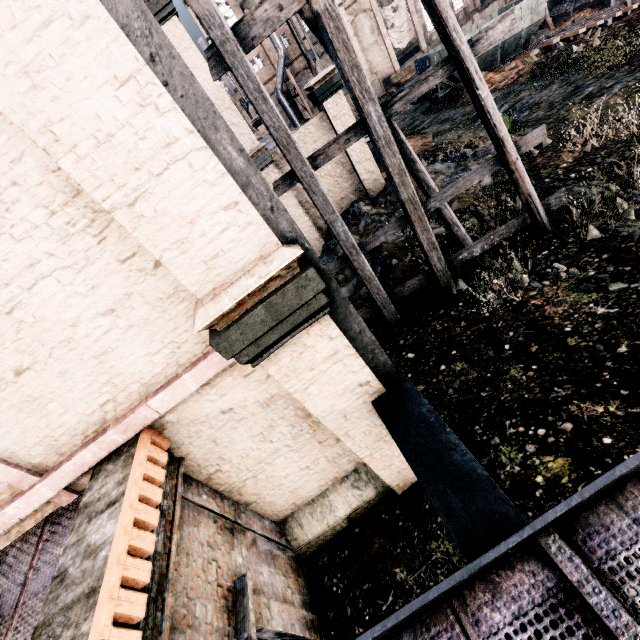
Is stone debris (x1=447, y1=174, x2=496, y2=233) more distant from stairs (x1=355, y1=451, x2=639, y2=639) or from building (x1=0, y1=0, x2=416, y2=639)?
stairs (x1=355, y1=451, x2=639, y2=639)

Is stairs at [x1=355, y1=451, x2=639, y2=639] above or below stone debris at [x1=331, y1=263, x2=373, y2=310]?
above

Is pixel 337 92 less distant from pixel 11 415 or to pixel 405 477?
pixel 405 477

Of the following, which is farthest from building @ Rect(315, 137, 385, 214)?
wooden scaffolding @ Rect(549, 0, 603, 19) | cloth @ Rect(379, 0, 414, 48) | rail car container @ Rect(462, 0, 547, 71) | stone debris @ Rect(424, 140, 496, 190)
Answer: wooden scaffolding @ Rect(549, 0, 603, 19)

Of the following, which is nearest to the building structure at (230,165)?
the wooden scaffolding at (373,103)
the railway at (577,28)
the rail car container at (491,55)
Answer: the wooden scaffolding at (373,103)

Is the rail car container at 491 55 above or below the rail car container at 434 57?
below

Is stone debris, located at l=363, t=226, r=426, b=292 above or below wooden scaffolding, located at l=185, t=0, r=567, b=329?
below

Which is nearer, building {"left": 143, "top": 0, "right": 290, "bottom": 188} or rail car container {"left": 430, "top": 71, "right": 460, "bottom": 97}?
building {"left": 143, "top": 0, "right": 290, "bottom": 188}
